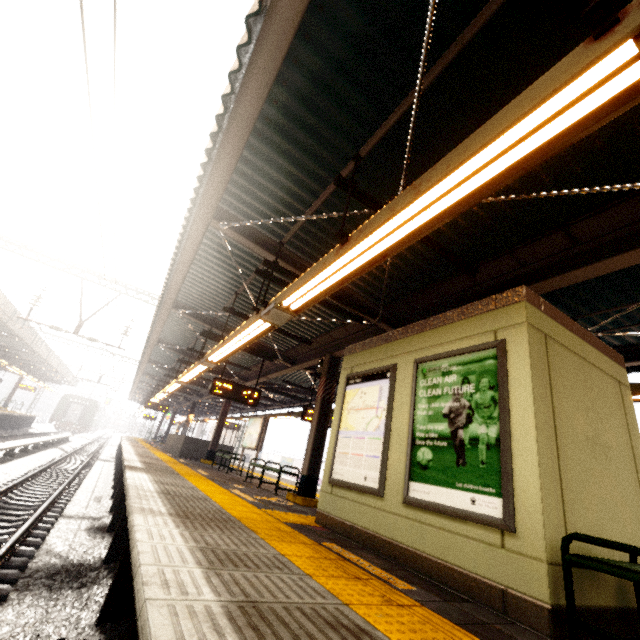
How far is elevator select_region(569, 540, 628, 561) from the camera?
2.7 meters

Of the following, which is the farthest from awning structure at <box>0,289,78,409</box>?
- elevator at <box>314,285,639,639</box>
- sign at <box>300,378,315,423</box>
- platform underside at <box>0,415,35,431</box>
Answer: sign at <box>300,378,315,423</box>

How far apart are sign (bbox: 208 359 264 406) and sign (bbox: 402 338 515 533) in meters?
6.7

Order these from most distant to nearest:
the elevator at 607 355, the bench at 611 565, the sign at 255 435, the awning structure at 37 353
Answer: the awning structure at 37 353
the sign at 255 435
the elevator at 607 355
the bench at 611 565

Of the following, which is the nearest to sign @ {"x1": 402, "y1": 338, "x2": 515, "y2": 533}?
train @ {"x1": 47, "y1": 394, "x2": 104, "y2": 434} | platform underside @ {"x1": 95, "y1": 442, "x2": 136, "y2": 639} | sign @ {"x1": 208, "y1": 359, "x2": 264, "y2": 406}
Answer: platform underside @ {"x1": 95, "y1": 442, "x2": 136, "y2": 639}

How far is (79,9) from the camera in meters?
2.5 m

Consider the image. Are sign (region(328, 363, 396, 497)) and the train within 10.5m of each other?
no

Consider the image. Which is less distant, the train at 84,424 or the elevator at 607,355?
the elevator at 607,355
